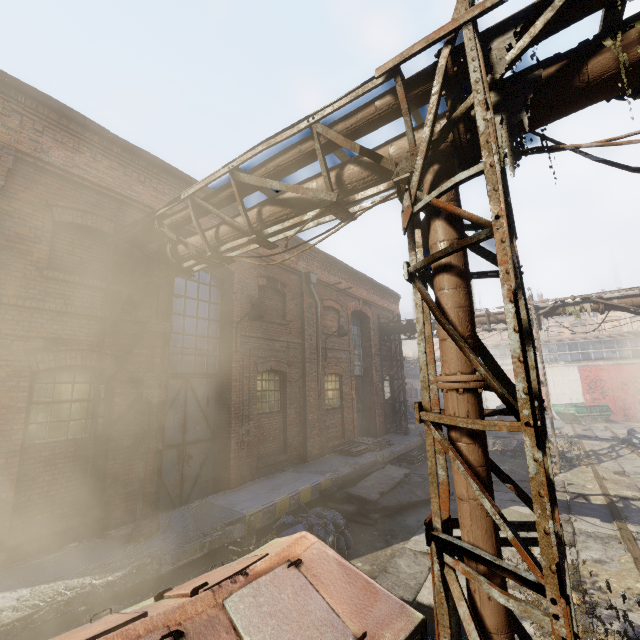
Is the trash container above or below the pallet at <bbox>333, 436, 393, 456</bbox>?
above

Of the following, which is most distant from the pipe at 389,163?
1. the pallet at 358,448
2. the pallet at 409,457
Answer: the pallet at 358,448

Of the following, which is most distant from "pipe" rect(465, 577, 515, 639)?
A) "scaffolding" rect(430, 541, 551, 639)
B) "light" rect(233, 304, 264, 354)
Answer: "light" rect(233, 304, 264, 354)

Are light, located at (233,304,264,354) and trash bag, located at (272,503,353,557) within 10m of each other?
yes

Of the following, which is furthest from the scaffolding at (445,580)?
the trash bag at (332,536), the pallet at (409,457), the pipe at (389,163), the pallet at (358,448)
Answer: the pallet at (409,457)

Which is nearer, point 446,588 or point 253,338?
point 446,588

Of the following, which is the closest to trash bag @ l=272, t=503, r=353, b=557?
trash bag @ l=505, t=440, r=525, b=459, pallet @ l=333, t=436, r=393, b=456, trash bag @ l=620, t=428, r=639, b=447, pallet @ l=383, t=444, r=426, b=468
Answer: pallet @ l=333, t=436, r=393, b=456

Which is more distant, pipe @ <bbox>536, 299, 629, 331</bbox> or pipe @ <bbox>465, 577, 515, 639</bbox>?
pipe @ <bbox>536, 299, 629, 331</bbox>
